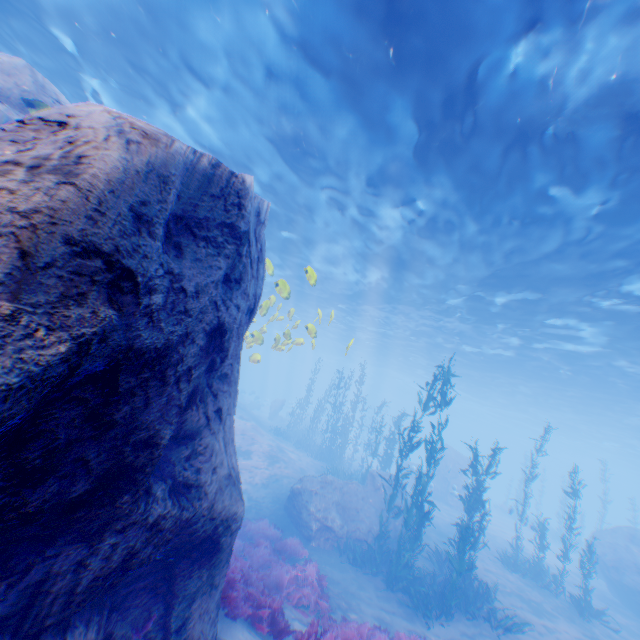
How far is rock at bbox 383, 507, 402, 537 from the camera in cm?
1456

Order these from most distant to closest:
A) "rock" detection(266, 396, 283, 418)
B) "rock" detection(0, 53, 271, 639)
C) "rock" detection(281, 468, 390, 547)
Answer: "rock" detection(266, 396, 283, 418) → "rock" detection(281, 468, 390, 547) → "rock" detection(0, 53, 271, 639)

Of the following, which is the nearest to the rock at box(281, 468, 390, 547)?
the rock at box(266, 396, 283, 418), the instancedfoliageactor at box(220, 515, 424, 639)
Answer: the instancedfoliageactor at box(220, 515, 424, 639)

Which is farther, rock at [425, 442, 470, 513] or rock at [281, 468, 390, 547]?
rock at [425, 442, 470, 513]

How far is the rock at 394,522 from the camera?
14.56m

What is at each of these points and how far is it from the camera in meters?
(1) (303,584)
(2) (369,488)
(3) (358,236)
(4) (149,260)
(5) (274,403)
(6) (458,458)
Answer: (1) instancedfoliageactor, 9.7
(2) rock, 17.0
(3) light, 17.2
(4) rock, 2.6
(5) rock, 36.9
(6) rock, 28.5

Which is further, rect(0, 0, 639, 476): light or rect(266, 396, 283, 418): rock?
rect(266, 396, 283, 418): rock
